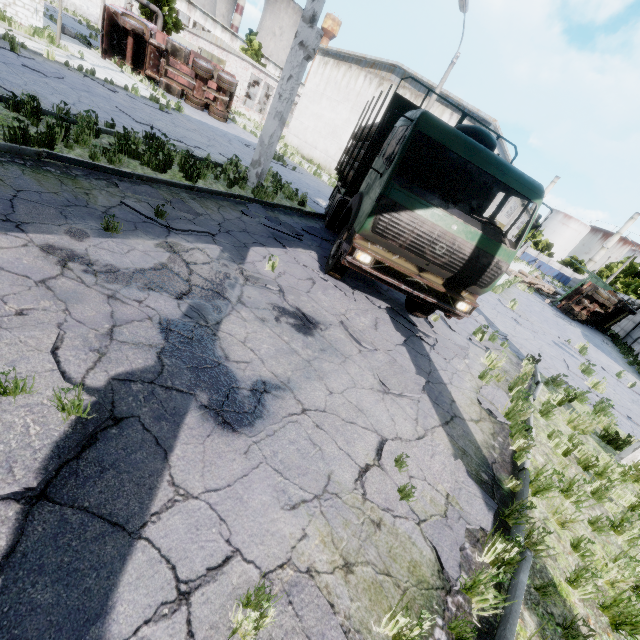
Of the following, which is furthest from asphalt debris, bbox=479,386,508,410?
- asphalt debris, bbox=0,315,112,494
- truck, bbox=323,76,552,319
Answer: asphalt debris, bbox=0,315,112,494

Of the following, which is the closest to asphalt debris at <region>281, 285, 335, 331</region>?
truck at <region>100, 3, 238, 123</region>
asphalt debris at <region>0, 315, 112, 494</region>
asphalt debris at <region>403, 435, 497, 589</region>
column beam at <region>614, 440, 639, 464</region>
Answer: asphalt debris at <region>403, 435, 497, 589</region>

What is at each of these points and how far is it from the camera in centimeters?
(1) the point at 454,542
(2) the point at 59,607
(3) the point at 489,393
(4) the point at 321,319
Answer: (1) asphalt debris, 317cm
(2) asphalt debris, 170cm
(3) asphalt debris, 642cm
(4) asphalt debris, 567cm

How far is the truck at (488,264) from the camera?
5.5 meters

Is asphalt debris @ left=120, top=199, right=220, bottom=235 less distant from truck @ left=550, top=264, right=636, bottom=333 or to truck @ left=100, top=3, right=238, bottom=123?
truck @ left=100, top=3, right=238, bottom=123

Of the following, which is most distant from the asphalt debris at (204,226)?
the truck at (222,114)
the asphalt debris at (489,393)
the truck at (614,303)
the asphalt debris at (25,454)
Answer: the truck at (614,303)

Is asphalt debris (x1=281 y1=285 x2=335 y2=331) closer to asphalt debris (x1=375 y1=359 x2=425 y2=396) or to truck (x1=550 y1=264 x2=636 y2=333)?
asphalt debris (x1=375 y1=359 x2=425 y2=396)

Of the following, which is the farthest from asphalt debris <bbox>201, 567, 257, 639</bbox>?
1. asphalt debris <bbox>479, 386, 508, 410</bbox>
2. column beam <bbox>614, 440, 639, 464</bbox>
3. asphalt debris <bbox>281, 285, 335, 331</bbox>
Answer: column beam <bbox>614, 440, 639, 464</bbox>
